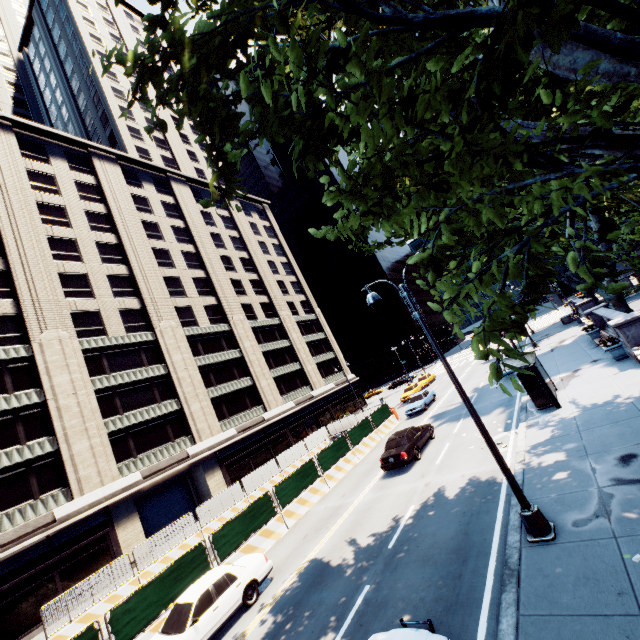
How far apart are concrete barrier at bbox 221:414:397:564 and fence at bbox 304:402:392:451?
0.0 meters

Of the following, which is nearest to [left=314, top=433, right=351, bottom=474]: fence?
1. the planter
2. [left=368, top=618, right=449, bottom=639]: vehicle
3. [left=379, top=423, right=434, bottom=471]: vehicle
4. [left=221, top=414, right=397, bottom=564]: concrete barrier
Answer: [left=221, top=414, right=397, bottom=564]: concrete barrier

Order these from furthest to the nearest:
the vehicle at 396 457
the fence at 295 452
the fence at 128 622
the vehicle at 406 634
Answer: the fence at 295 452, the vehicle at 396 457, the fence at 128 622, the vehicle at 406 634

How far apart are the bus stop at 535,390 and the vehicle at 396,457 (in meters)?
5.43

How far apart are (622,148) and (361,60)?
3.83m

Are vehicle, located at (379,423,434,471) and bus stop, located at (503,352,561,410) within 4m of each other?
no

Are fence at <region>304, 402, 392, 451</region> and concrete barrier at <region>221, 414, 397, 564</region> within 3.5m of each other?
yes

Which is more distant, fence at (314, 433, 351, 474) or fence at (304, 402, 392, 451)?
fence at (304, 402, 392, 451)
